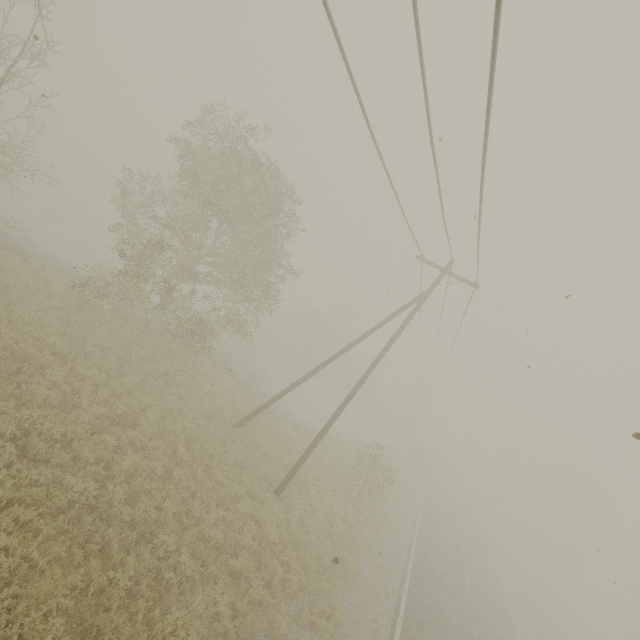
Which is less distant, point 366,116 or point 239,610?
point 366,116
